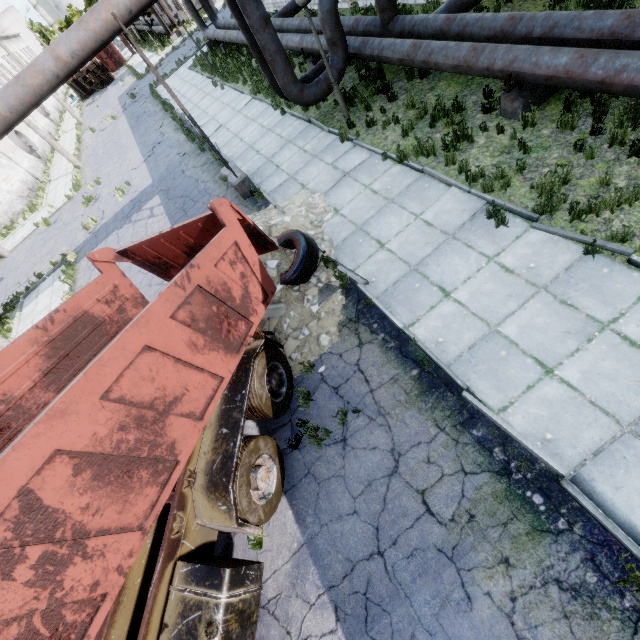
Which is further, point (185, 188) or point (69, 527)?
point (185, 188)

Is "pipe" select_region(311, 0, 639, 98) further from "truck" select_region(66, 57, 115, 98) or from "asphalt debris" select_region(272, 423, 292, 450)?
"truck" select_region(66, 57, 115, 98)

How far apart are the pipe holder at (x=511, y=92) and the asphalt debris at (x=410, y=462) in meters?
6.4 m

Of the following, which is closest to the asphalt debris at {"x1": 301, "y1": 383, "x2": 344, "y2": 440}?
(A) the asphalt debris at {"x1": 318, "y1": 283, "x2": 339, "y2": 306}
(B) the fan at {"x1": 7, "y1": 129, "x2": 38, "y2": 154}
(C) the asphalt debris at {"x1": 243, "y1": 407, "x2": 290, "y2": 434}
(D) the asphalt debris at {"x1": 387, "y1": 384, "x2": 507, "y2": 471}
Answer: (C) the asphalt debris at {"x1": 243, "y1": 407, "x2": 290, "y2": 434}

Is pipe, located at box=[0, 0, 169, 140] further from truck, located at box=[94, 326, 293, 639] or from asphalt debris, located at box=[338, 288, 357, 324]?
truck, located at box=[94, 326, 293, 639]

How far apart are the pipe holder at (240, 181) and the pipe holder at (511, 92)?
7.2 meters

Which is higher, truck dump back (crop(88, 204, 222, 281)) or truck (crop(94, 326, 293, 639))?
truck dump back (crop(88, 204, 222, 281))

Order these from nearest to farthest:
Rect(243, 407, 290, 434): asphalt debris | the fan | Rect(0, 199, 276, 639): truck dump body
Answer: Rect(0, 199, 276, 639): truck dump body, Rect(243, 407, 290, 434): asphalt debris, the fan
